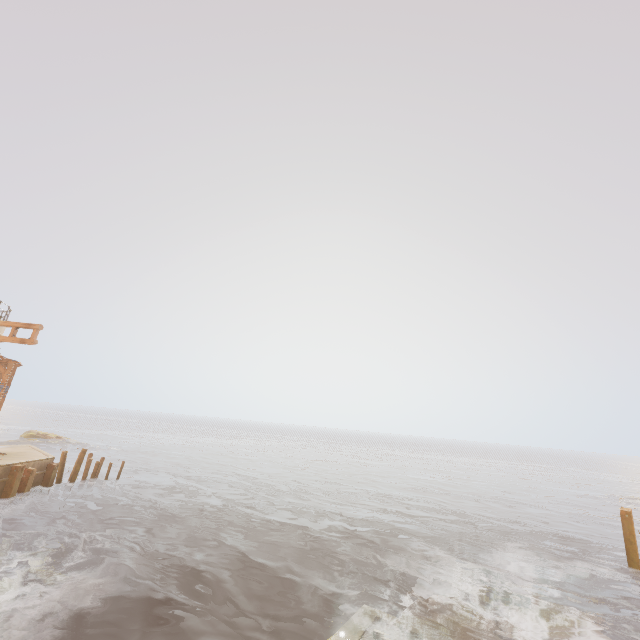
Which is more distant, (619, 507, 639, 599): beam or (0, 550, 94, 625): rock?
(619, 507, 639, 599): beam

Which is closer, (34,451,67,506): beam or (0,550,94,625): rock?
(0,550,94,625): rock

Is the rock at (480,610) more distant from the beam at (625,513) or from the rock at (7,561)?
the rock at (7,561)

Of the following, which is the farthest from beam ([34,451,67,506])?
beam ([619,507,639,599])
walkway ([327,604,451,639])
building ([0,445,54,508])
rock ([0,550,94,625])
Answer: beam ([619,507,639,599])

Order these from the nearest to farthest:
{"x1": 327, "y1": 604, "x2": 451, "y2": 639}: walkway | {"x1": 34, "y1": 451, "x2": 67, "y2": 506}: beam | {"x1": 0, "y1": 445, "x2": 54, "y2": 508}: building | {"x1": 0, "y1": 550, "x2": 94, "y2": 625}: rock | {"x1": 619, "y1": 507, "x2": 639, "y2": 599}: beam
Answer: {"x1": 327, "y1": 604, "x2": 451, "y2": 639}: walkway → {"x1": 0, "y1": 550, "x2": 94, "y2": 625}: rock → {"x1": 619, "y1": 507, "x2": 639, "y2": 599}: beam → {"x1": 0, "y1": 445, "x2": 54, "y2": 508}: building → {"x1": 34, "y1": 451, "x2": 67, "y2": 506}: beam

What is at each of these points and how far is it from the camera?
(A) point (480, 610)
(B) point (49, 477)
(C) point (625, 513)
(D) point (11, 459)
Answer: (A) rock, 10.0 meters
(B) beam, 17.9 meters
(C) beam, 13.4 meters
(D) building, 16.8 meters

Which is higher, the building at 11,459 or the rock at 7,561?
the building at 11,459
